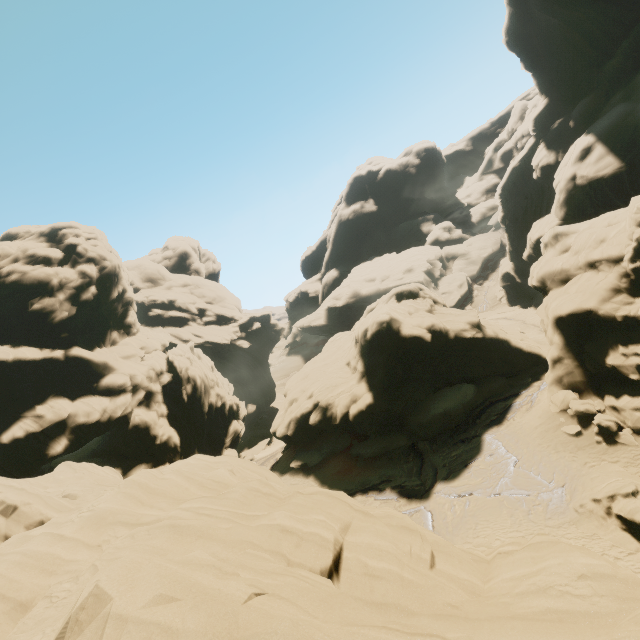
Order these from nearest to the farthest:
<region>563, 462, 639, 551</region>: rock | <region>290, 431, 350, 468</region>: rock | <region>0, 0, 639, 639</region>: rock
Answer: <region>0, 0, 639, 639</region>: rock
<region>563, 462, 639, 551</region>: rock
<region>290, 431, 350, 468</region>: rock

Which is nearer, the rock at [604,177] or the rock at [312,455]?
the rock at [604,177]

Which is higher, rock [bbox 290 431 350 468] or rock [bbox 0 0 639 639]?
rock [bbox 0 0 639 639]

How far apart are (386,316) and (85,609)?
26.93m

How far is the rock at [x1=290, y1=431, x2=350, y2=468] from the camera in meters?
30.8 m

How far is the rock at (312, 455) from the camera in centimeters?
3083cm

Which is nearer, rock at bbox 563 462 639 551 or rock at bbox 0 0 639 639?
rock at bbox 0 0 639 639
